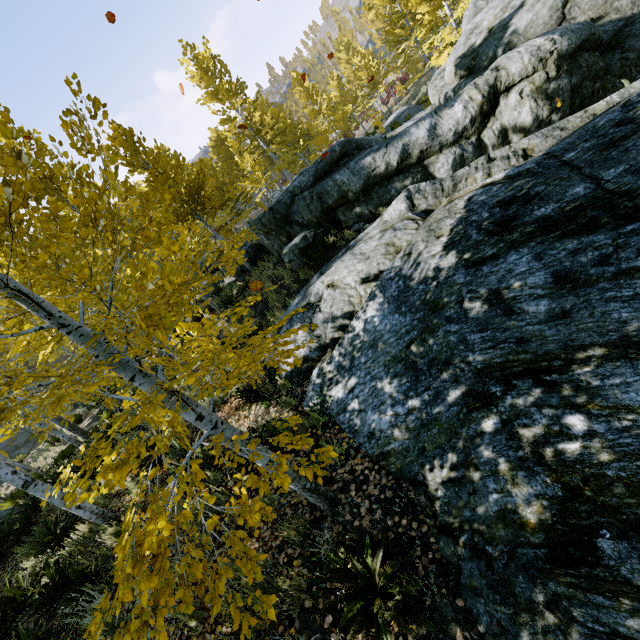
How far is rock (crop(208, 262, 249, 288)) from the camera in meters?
15.0 m

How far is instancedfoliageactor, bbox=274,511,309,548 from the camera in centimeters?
335cm

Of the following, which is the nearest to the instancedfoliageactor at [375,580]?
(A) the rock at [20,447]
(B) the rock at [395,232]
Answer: (B) the rock at [395,232]

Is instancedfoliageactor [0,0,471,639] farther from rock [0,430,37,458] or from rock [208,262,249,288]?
rock [0,430,37,458]

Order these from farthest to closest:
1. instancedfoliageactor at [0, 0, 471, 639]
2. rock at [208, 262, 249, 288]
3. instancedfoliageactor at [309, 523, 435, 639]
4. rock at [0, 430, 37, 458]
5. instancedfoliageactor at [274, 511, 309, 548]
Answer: rock at [0, 430, 37, 458], rock at [208, 262, 249, 288], instancedfoliageactor at [274, 511, 309, 548], instancedfoliageactor at [309, 523, 435, 639], instancedfoliageactor at [0, 0, 471, 639]

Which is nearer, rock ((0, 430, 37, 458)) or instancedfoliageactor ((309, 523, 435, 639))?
instancedfoliageactor ((309, 523, 435, 639))

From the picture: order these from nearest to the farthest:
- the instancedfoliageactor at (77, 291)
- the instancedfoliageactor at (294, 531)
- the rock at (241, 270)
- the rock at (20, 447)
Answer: the instancedfoliageactor at (77, 291), the instancedfoliageactor at (294, 531), the rock at (241, 270), the rock at (20, 447)

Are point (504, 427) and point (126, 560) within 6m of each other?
yes
